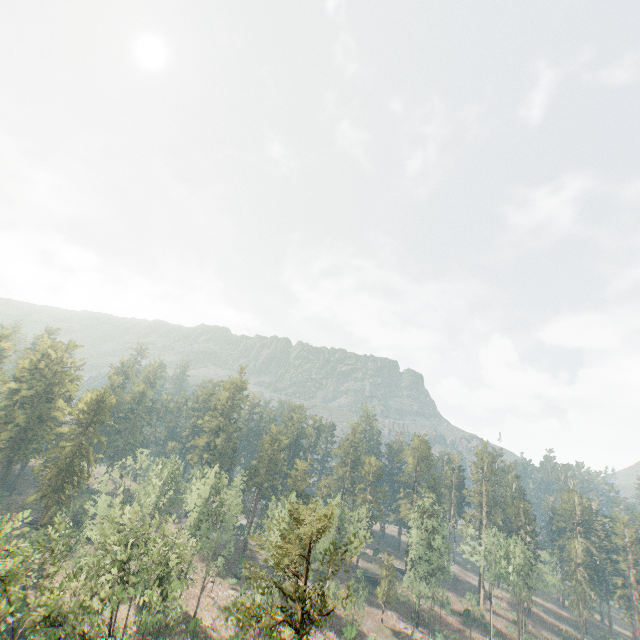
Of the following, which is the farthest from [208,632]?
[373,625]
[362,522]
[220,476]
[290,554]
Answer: [290,554]

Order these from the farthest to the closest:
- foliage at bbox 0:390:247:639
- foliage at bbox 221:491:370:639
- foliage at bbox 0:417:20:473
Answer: foliage at bbox 0:417:20:473 < foliage at bbox 0:390:247:639 < foliage at bbox 221:491:370:639

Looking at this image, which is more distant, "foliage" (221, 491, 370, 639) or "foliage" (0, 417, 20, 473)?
"foliage" (0, 417, 20, 473)

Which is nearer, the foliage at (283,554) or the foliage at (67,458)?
the foliage at (283,554)
